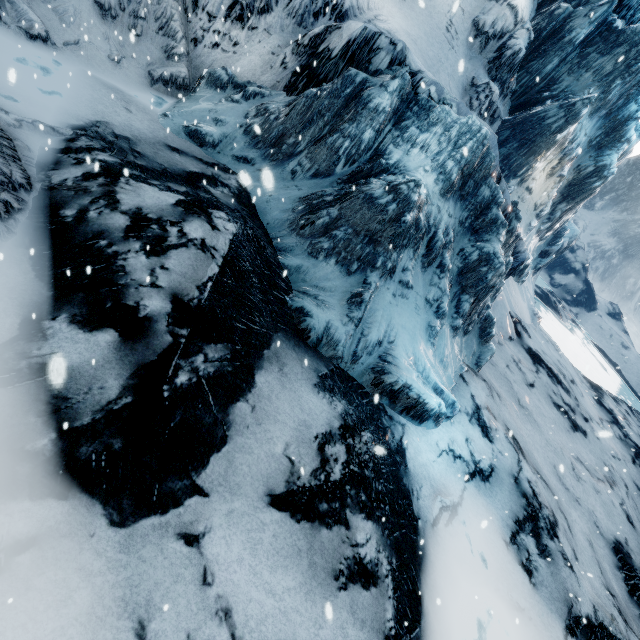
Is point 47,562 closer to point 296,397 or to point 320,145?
point 296,397
